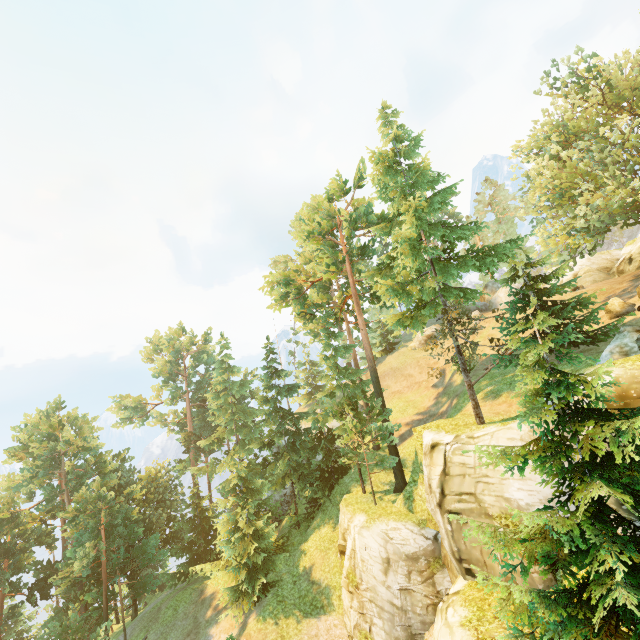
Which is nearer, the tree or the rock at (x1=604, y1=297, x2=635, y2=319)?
the tree

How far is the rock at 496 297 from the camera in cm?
4317

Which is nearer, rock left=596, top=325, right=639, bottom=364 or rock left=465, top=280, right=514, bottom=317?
rock left=596, top=325, right=639, bottom=364

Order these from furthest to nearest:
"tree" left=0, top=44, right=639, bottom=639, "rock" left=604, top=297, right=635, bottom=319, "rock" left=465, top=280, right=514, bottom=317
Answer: "rock" left=465, top=280, right=514, bottom=317 < "rock" left=604, top=297, right=635, bottom=319 < "tree" left=0, top=44, right=639, bottom=639

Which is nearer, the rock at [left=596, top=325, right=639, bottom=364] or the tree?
the tree

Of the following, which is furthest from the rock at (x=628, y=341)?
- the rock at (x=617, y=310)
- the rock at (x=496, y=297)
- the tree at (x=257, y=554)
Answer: the rock at (x=496, y=297)

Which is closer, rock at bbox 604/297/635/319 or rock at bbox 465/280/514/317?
rock at bbox 604/297/635/319

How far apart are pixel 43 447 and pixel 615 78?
56.0m
